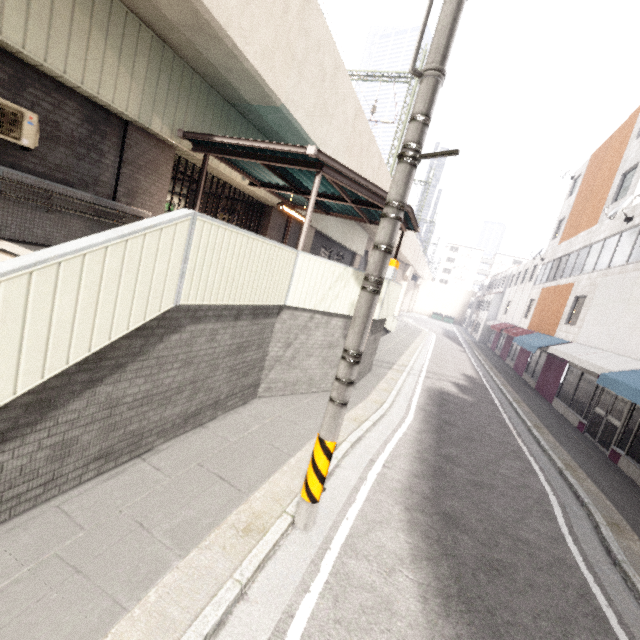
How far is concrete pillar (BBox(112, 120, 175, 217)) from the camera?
7.3m

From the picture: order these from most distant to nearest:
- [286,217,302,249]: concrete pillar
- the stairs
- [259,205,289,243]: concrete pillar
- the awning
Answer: [286,217,302,249]: concrete pillar → [259,205,289,243]: concrete pillar → the awning → the stairs

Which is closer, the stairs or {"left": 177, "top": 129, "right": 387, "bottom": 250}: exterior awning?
the stairs

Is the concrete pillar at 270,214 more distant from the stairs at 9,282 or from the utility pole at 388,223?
the utility pole at 388,223

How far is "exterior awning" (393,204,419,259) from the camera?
9.1m

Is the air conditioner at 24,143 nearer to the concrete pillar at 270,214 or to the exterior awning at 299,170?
the exterior awning at 299,170

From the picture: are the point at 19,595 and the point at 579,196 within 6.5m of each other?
no

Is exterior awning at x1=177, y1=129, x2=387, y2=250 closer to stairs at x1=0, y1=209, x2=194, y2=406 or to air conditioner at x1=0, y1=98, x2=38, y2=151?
air conditioner at x1=0, y1=98, x2=38, y2=151
